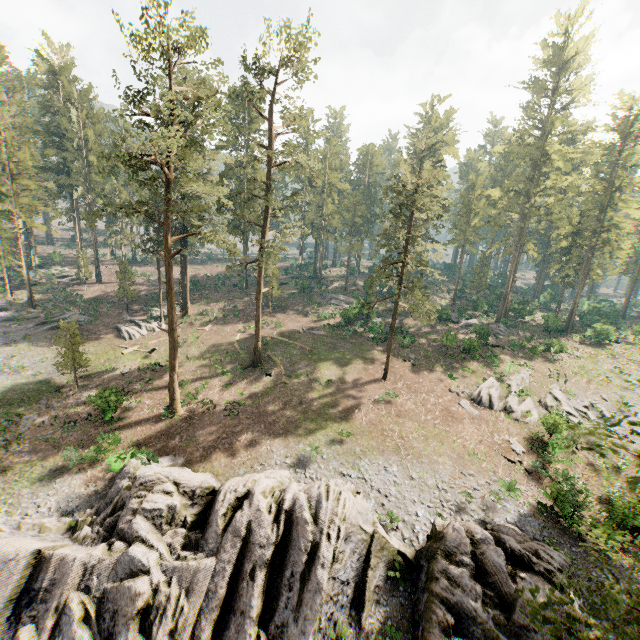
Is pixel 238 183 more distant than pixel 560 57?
Yes

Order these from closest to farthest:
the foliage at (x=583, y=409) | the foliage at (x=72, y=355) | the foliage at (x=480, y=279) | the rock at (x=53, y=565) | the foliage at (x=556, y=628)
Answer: the foliage at (x=556, y=628)
the foliage at (x=583, y=409)
the rock at (x=53, y=565)
the foliage at (x=72, y=355)
the foliage at (x=480, y=279)

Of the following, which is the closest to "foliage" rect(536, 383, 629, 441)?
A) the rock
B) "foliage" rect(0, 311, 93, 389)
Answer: "foliage" rect(0, 311, 93, 389)

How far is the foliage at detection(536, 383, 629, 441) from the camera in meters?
6.2

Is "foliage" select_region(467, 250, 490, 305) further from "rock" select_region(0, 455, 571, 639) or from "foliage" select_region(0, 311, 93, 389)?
"rock" select_region(0, 455, 571, 639)

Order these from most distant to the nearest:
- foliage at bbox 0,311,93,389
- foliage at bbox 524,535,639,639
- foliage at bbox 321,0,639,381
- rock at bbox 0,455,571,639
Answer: foliage at bbox 321,0,639,381 < foliage at bbox 0,311,93,389 < rock at bbox 0,455,571,639 < foliage at bbox 524,535,639,639

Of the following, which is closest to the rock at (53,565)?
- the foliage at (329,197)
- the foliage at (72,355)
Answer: the foliage at (329,197)
